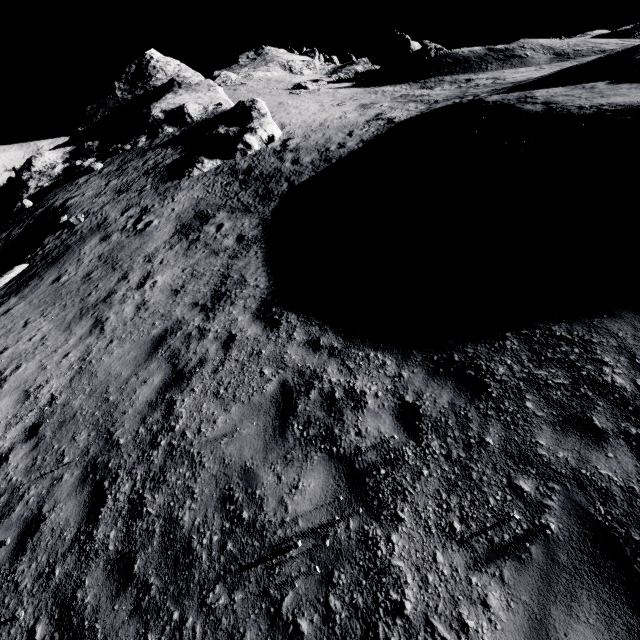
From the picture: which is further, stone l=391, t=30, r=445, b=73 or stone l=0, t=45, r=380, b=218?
stone l=391, t=30, r=445, b=73

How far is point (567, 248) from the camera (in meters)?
6.03

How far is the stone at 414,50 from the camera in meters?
36.2 m

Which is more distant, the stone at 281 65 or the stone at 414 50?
the stone at 414 50

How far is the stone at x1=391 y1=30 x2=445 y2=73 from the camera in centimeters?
3616cm
